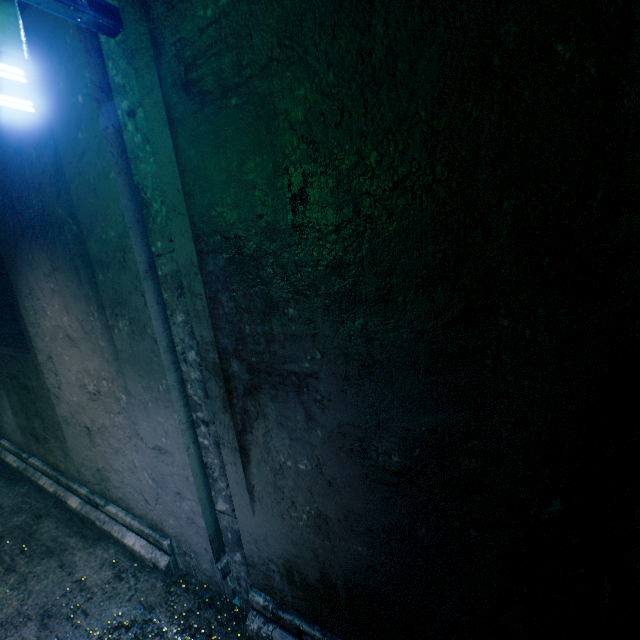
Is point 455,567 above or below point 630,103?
below

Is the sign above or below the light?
above

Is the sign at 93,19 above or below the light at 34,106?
above
